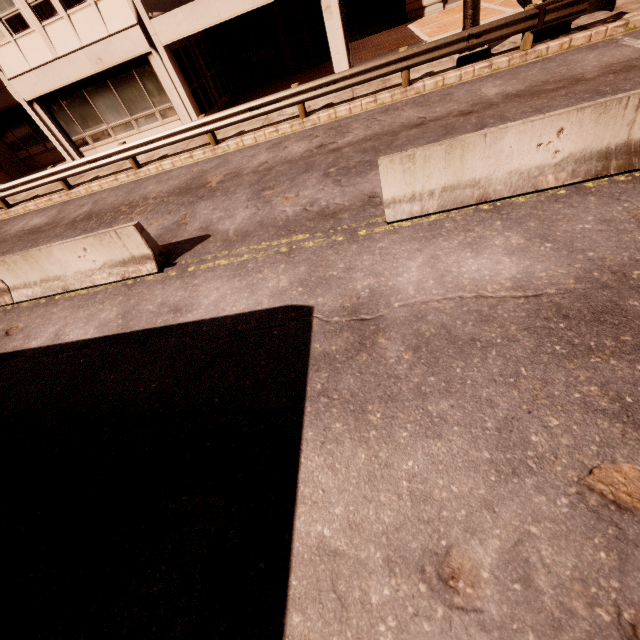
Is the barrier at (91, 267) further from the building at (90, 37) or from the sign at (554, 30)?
the sign at (554, 30)

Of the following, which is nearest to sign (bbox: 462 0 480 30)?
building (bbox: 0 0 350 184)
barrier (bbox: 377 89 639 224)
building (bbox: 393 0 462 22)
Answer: building (bbox: 0 0 350 184)

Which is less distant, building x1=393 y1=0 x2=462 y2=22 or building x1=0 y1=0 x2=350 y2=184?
building x1=0 y1=0 x2=350 y2=184

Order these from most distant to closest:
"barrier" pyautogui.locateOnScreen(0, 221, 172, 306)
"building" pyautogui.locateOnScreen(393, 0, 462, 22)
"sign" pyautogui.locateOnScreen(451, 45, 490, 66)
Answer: "building" pyautogui.locateOnScreen(393, 0, 462, 22)
"sign" pyautogui.locateOnScreen(451, 45, 490, 66)
"barrier" pyautogui.locateOnScreen(0, 221, 172, 306)

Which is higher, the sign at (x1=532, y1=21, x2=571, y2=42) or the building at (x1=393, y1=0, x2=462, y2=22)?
the building at (x1=393, y1=0, x2=462, y2=22)

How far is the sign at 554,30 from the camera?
9.5 meters

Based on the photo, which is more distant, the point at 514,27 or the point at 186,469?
the point at 514,27

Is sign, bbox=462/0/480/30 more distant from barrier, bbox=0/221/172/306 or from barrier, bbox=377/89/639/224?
barrier, bbox=0/221/172/306
